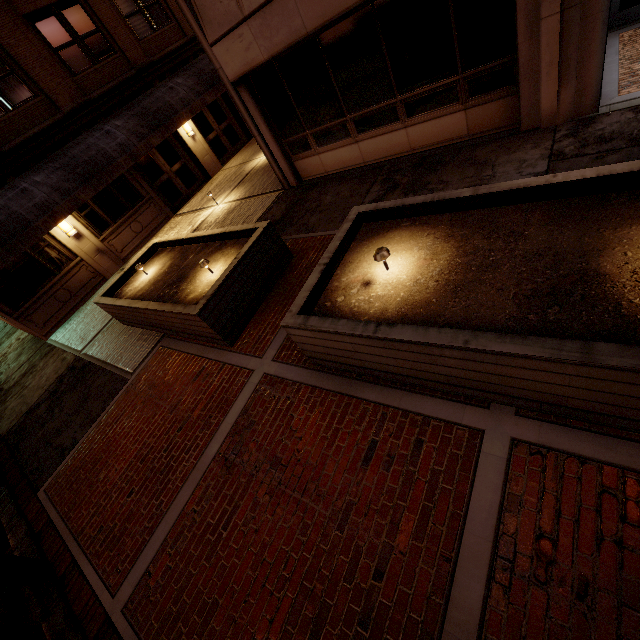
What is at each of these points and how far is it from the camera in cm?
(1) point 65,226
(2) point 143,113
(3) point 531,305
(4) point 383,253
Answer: (1) wall light, 1138
(2) awning, 1210
(3) planter, 301
(4) ground light, 399

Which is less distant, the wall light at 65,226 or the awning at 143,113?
the awning at 143,113

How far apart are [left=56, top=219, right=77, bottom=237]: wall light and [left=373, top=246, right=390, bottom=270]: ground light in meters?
12.4

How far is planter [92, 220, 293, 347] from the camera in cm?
588

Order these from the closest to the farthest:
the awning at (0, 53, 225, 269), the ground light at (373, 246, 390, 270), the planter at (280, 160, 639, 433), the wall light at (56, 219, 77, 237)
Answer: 1. the planter at (280, 160, 639, 433)
2. the ground light at (373, 246, 390, 270)
3. the awning at (0, 53, 225, 269)
4. the wall light at (56, 219, 77, 237)

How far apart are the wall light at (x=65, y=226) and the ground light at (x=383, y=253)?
12.38m

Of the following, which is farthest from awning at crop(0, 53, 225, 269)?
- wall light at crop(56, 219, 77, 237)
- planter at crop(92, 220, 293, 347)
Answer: planter at crop(92, 220, 293, 347)

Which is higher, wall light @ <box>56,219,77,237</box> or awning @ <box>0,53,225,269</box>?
awning @ <box>0,53,225,269</box>
